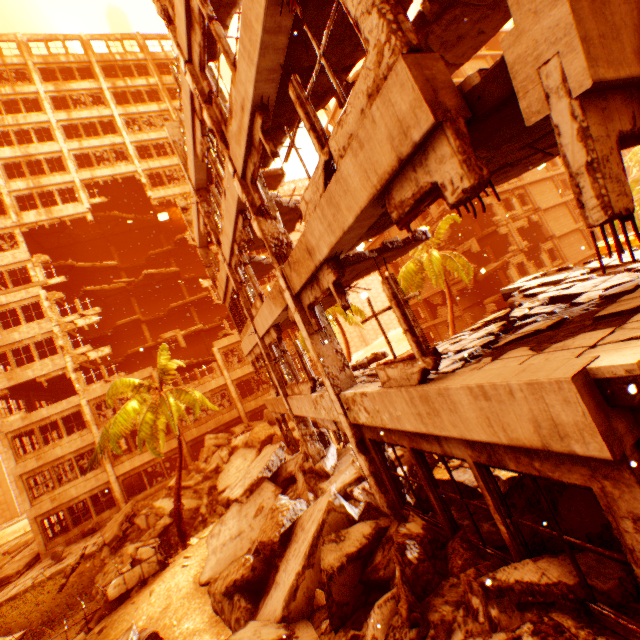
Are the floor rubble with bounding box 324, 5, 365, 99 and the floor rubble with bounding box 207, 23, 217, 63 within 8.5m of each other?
yes

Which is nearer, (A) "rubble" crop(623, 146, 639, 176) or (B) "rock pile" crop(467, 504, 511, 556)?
(B) "rock pile" crop(467, 504, 511, 556)

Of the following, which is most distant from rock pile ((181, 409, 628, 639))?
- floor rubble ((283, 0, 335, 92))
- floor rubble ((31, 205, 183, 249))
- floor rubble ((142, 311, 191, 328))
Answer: floor rubble ((142, 311, 191, 328))

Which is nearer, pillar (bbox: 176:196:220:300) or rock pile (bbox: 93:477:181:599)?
rock pile (bbox: 93:477:181:599)

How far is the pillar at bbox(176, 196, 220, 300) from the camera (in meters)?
16.69

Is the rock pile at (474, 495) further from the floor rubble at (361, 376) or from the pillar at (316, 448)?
the floor rubble at (361, 376)

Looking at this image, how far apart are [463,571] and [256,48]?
7.6 meters

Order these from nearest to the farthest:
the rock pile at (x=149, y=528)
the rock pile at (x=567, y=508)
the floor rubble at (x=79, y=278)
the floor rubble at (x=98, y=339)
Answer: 1. the rock pile at (x=567, y=508)
2. the rock pile at (x=149, y=528)
3. the floor rubble at (x=79, y=278)
4. the floor rubble at (x=98, y=339)
